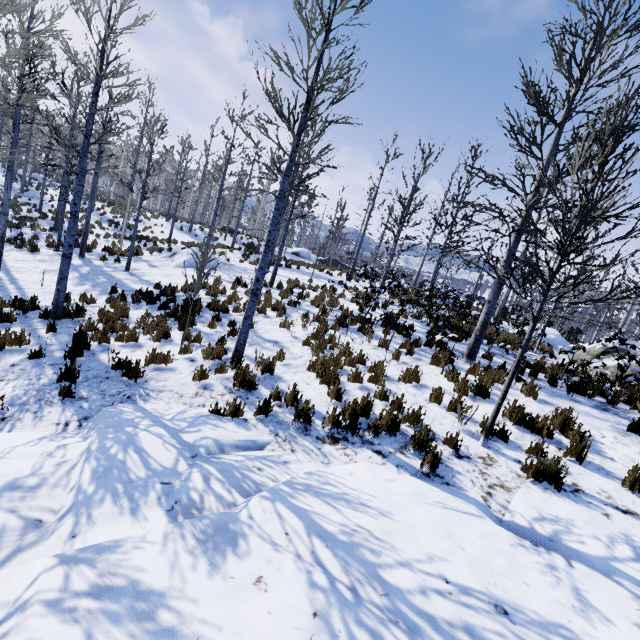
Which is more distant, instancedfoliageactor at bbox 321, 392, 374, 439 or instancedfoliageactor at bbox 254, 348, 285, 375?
instancedfoliageactor at bbox 254, 348, 285, 375

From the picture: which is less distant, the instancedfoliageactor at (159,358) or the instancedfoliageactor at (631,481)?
the instancedfoliageactor at (631,481)

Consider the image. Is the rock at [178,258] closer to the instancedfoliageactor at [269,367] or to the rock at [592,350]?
the instancedfoliageactor at [269,367]

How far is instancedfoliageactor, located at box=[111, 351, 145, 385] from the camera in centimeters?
589cm

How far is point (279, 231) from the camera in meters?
17.8 m

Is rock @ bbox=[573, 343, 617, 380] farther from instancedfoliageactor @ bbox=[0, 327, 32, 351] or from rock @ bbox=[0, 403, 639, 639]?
rock @ bbox=[0, 403, 639, 639]
